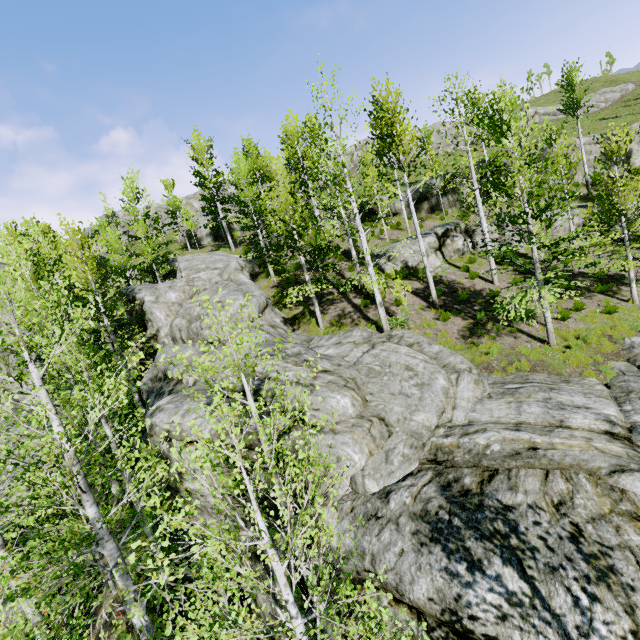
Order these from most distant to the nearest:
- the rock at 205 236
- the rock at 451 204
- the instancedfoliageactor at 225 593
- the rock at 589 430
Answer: the rock at 205 236, the rock at 451 204, the rock at 589 430, the instancedfoliageactor at 225 593

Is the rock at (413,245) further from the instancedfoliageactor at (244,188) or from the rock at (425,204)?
the rock at (425,204)

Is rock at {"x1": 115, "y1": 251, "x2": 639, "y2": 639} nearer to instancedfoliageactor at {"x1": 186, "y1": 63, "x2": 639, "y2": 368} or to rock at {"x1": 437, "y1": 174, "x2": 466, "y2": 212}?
instancedfoliageactor at {"x1": 186, "y1": 63, "x2": 639, "y2": 368}

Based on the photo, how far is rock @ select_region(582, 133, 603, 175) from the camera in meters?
24.3

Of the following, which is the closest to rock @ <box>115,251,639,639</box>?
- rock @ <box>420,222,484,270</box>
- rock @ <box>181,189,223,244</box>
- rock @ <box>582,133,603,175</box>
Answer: rock @ <box>181,189,223,244</box>

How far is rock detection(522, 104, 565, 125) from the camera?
53.56m

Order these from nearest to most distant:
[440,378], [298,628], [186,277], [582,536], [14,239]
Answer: [298,628], [582,536], [440,378], [186,277], [14,239]

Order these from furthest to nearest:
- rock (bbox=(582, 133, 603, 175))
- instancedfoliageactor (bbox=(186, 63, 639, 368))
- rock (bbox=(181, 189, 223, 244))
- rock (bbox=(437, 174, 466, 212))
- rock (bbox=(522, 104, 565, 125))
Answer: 1. rock (bbox=(522, 104, 565, 125))
2. rock (bbox=(181, 189, 223, 244))
3. rock (bbox=(437, 174, 466, 212))
4. rock (bbox=(582, 133, 603, 175))
5. instancedfoliageactor (bbox=(186, 63, 639, 368))
